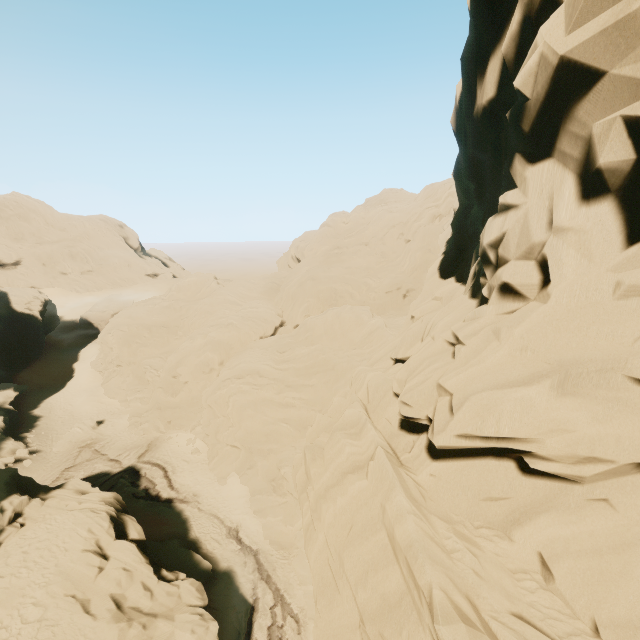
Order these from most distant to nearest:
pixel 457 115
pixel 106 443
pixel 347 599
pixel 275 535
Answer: pixel 106 443 → pixel 275 535 → pixel 457 115 → pixel 347 599

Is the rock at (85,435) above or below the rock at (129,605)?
below

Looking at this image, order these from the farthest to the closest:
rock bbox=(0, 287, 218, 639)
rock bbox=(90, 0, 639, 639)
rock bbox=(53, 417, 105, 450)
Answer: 1. rock bbox=(53, 417, 105, 450)
2. rock bbox=(0, 287, 218, 639)
3. rock bbox=(90, 0, 639, 639)

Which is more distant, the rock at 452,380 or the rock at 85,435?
the rock at 85,435

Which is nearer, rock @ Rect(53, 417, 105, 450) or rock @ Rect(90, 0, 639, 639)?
rock @ Rect(90, 0, 639, 639)

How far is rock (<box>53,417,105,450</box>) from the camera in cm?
3534
